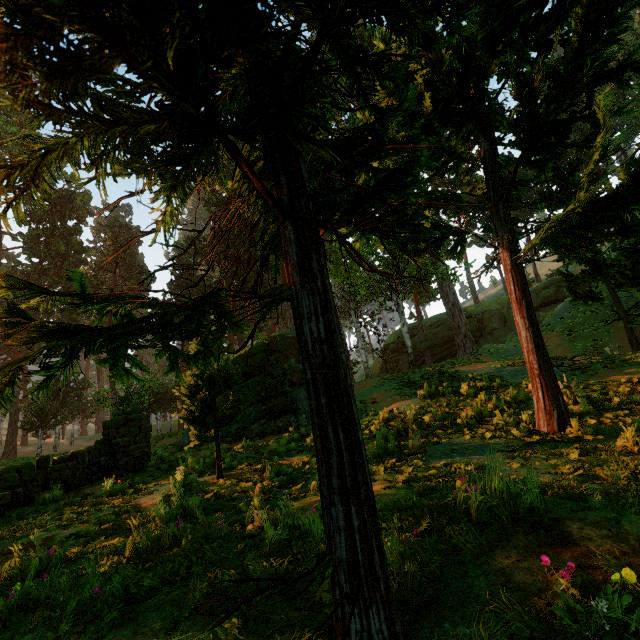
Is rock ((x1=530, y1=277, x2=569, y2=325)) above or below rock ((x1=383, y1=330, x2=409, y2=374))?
above

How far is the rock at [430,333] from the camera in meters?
40.6 m

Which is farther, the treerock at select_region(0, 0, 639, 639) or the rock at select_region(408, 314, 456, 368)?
the rock at select_region(408, 314, 456, 368)

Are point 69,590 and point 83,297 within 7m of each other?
yes

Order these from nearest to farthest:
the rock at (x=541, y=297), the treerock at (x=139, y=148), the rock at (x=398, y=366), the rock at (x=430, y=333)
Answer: the treerock at (x=139, y=148)
the rock at (x=541, y=297)
the rock at (x=430, y=333)
the rock at (x=398, y=366)

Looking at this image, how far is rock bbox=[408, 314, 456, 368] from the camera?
40.59m
